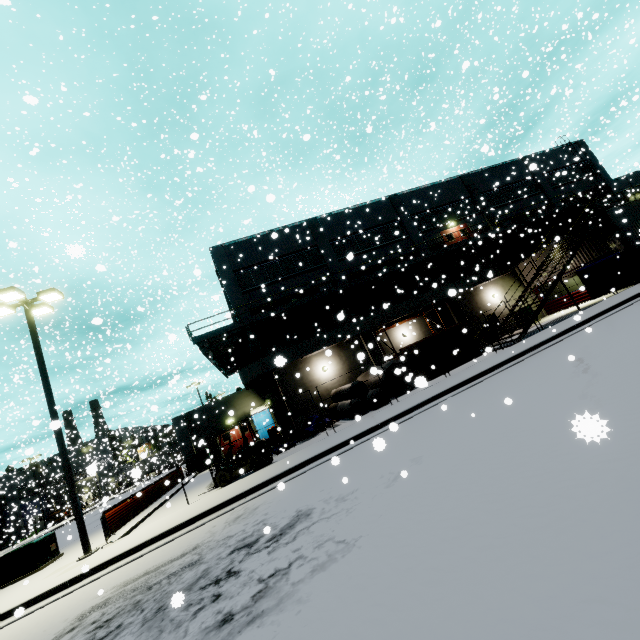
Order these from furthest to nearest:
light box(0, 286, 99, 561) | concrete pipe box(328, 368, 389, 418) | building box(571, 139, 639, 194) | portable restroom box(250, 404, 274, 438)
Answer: building box(571, 139, 639, 194)
portable restroom box(250, 404, 274, 438)
concrete pipe box(328, 368, 389, 418)
light box(0, 286, 99, 561)

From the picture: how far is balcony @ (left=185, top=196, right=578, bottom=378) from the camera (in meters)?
20.05

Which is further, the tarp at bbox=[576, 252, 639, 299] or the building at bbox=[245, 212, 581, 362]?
the building at bbox=[245, 212, 581, 362]

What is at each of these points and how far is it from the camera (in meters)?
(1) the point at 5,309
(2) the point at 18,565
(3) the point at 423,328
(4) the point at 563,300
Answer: (1) light, 12.76
(2) electrical box, 12.34
(3) building, 25.39
(4) building, 25.73

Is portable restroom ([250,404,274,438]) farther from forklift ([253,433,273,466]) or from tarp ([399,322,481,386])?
forklift ([253,433,273,466])

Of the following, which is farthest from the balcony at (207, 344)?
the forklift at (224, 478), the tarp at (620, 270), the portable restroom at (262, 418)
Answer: the forklift at (224, 478)

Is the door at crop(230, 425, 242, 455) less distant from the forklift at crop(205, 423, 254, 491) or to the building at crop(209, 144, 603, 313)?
the building at crop(209, 144, 603, 313)

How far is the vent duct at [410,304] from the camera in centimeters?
2133cm
